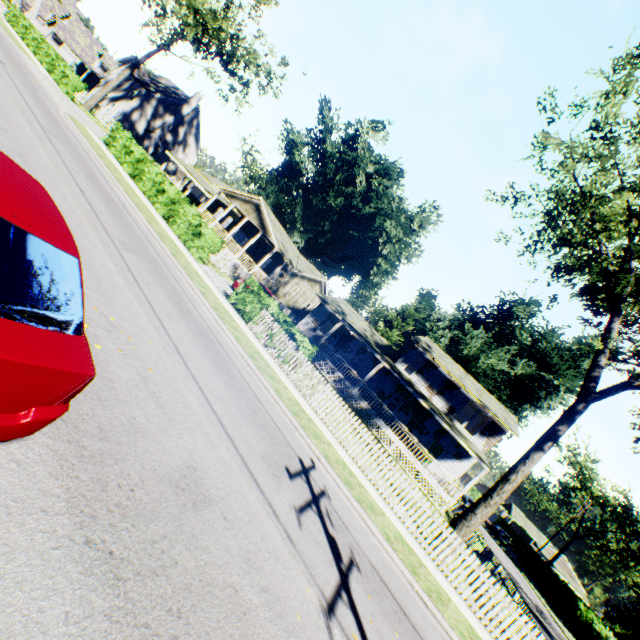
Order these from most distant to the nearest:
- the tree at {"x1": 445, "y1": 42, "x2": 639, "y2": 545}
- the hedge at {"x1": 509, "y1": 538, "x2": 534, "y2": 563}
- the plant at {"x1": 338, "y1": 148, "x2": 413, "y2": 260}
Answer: the plant at {"x1": 338, "y1": 148, "x2": 413, "y2": 260}
the hedge at {"x1": 509, "y1": 538, "x2": 534, "y2": 563}
the tree at {"x1": 445, "y1": 42, "x2": 639, "y2": 545}

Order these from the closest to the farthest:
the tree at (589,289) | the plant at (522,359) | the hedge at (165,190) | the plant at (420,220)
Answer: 1. the tree at (589,289)
2. the hedge at (165,190)
3. the plant at (522,359)
4. the plant at (420,220)

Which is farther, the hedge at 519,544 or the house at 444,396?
the hedge at 519,544

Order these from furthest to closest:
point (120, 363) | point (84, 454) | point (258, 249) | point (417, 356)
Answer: point (258, 249)
point (417, 356)
point (120, 363)
point (84, 454)

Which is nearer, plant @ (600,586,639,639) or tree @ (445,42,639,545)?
tree @ (445,42,639,545)

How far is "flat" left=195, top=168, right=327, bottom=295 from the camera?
29.8 meters

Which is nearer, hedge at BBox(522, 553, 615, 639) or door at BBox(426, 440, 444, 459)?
door at BBox(426, 440, 444, 459)

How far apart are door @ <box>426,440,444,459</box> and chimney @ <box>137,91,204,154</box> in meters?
51.4 m
